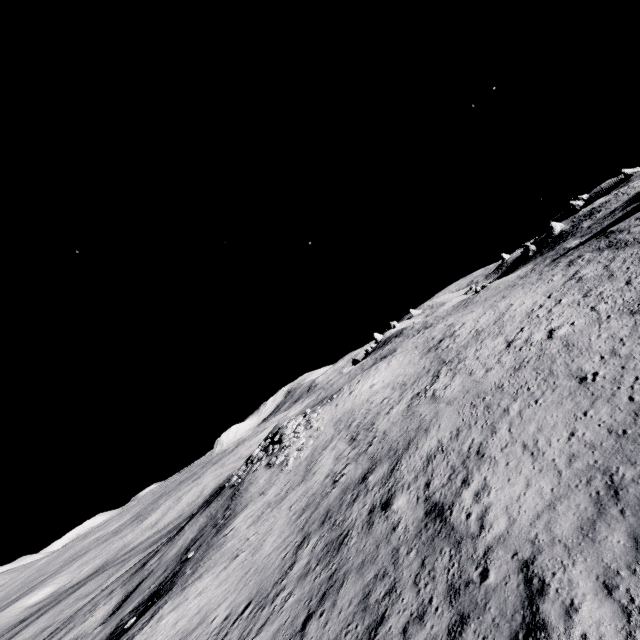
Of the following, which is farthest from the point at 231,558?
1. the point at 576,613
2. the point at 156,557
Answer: the point at 156,557

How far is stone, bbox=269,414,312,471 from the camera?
32.00m

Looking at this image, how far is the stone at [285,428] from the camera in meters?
32.0
